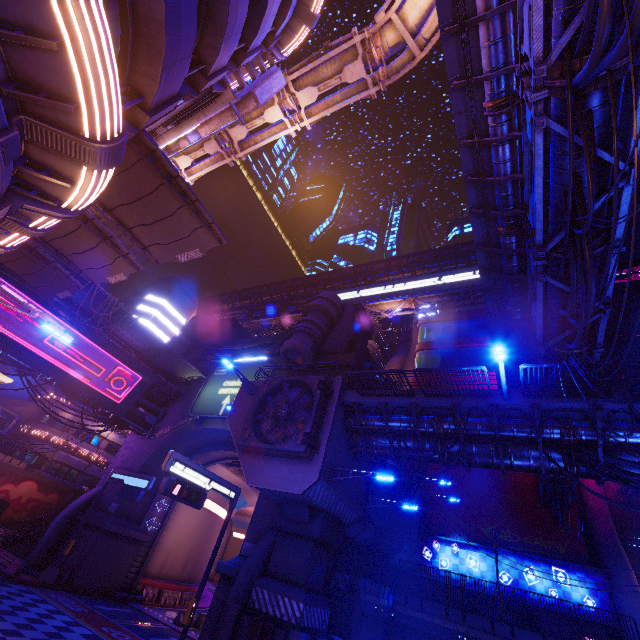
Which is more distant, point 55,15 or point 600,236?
point 600,236

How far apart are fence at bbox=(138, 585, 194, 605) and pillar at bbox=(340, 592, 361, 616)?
18.7 meters

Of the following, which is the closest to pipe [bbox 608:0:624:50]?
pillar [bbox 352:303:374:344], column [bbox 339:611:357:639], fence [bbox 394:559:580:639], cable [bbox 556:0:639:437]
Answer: cable [bbox 556:0:639:437]

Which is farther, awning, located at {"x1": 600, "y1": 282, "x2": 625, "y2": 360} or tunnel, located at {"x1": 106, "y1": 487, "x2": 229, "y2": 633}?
tunnel, located at {"x1": 106, "y1": 487, "x2": 229, "y2": 633}

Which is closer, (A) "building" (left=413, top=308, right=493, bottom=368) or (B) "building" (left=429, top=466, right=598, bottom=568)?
(B) "building" (left=429, top=466, right=598, bottom=568)

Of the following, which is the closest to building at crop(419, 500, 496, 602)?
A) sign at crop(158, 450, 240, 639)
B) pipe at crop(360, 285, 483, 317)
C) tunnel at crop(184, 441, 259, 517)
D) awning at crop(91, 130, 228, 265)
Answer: pipe at crop(360, 285, 483, 317)

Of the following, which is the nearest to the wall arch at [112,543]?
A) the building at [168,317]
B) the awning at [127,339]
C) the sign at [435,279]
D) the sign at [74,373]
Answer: the awning at [127,339]

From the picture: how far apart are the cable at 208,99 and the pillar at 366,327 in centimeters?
2223cm
